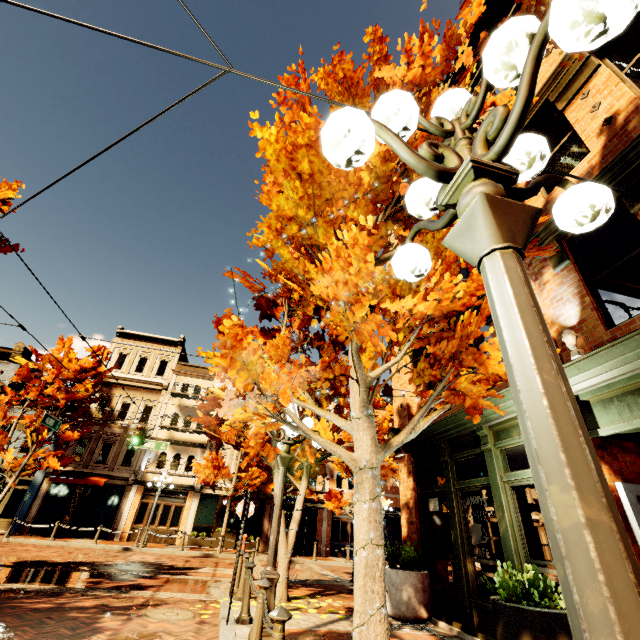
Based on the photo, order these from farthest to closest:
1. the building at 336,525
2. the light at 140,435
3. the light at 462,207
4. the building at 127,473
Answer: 1. the building at 336,525
2. the building at 127,473
3. the light at 140,435
4. the light at 462,207

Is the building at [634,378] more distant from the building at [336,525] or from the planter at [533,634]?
the building at [336,525]

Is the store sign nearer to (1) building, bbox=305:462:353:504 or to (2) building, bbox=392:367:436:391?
(2) building, bbox=392:367:436:391

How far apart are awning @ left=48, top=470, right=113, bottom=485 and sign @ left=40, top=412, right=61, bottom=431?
6.9m

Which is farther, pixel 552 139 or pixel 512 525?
pixel 552 139

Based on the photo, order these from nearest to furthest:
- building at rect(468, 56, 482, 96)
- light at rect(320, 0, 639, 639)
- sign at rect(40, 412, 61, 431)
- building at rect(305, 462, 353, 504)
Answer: light at rect(320, 0, 639, 639) < building at rect(468, 56, 482, 96) < sign at rect(40, 412, 61, 431) < building at rect(305, 462, 353, 504)

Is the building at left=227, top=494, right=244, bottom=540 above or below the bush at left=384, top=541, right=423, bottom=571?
above

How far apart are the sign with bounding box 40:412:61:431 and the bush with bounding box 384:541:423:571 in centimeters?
1491cm
